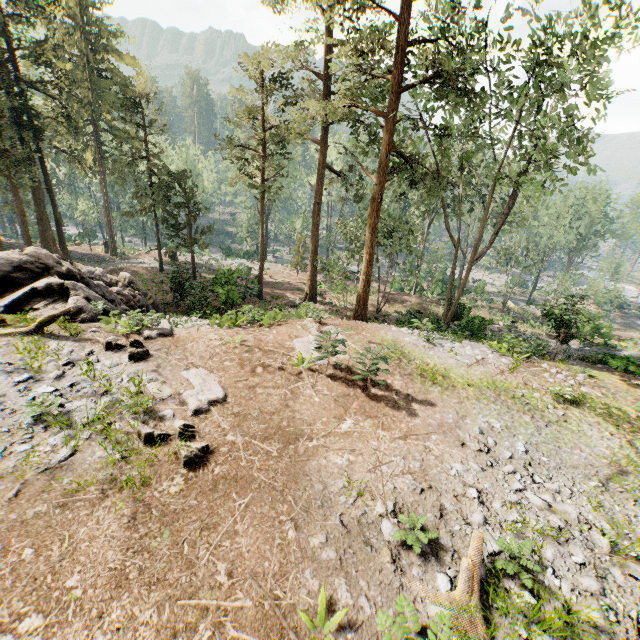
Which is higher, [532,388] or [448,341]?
[532,388]

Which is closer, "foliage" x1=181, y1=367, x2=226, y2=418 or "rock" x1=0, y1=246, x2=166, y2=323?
"foliage" x1=181, y1=367, x2=226, y2=418

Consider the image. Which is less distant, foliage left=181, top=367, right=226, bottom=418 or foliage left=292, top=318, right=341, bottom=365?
foliage left=181, top=367, right=226, bottom=418

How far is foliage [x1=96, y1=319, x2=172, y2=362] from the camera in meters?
10.1

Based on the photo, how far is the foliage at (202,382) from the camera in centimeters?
830cm

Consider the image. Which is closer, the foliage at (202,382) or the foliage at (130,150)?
the foliage at (202,382)

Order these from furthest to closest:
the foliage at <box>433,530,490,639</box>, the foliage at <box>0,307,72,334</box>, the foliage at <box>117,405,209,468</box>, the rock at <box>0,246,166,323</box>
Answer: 1. the rock at <box>0,246,166,323</box>
2. the foliage at <box>0,307,72,334</box>
3. the foliage at <box>117,405,209,468</box>
4. the foliage at <box>433,530,490,639</box>
